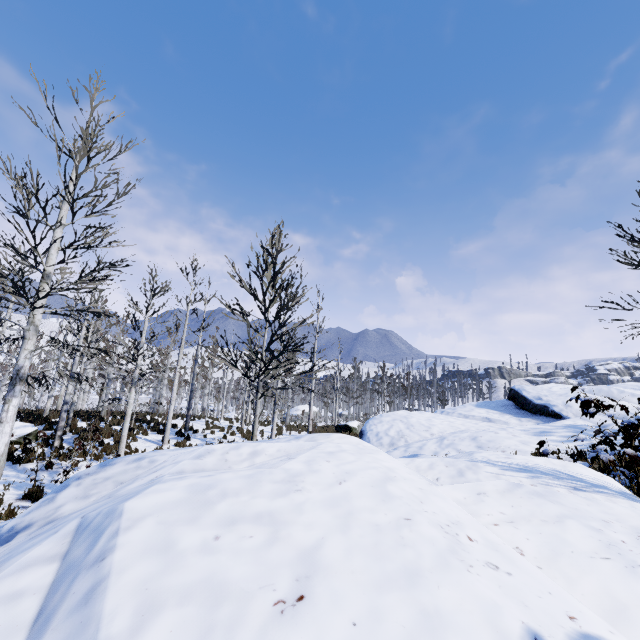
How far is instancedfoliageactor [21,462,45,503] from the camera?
8.7m

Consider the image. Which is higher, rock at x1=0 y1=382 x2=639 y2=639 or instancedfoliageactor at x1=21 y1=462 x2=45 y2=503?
rock at x1=0 y1=382 x2=639 y2=639

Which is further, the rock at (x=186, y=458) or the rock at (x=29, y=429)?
the rock at (x=29, y=429)

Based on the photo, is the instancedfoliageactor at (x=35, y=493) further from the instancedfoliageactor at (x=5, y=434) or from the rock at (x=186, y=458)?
the rock at (x=186, y=458)

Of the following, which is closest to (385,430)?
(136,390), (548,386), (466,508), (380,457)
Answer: (548,386)

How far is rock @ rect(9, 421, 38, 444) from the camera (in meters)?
13.41

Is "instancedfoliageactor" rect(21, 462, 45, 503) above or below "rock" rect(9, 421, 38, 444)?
below

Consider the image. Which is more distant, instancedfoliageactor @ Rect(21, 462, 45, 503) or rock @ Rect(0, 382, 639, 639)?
instancedfoliageactor @ Rect(21, 462, 45, 503)
